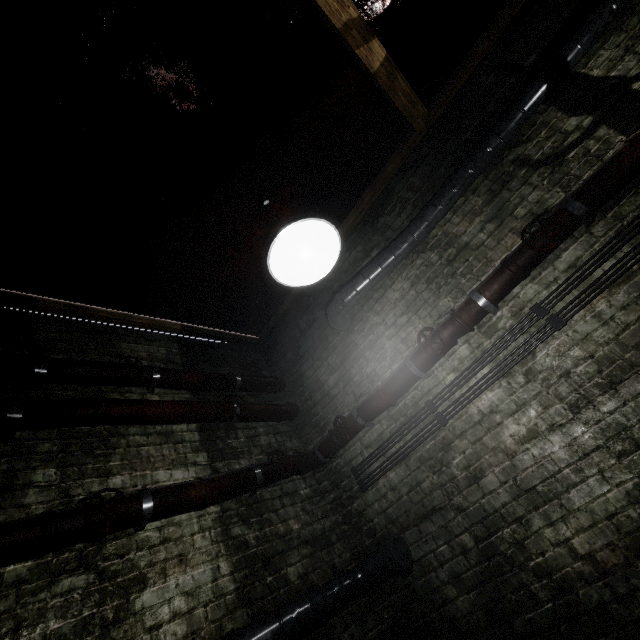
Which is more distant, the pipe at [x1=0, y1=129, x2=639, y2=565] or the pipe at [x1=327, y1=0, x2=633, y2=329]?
the pipe at [x1=327, y1=0, x2=633, y2=329]

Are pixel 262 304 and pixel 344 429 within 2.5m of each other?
yes

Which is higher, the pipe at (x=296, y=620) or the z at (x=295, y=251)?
the z at (x=295, y=251)

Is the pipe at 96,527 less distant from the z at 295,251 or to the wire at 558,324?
the wire at 558,324

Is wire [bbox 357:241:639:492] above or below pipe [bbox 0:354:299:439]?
below

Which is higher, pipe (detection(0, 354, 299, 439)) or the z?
pipe (detection(0, 354, 299, 439))

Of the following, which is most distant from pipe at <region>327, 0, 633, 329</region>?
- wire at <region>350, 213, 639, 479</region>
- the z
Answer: the z
